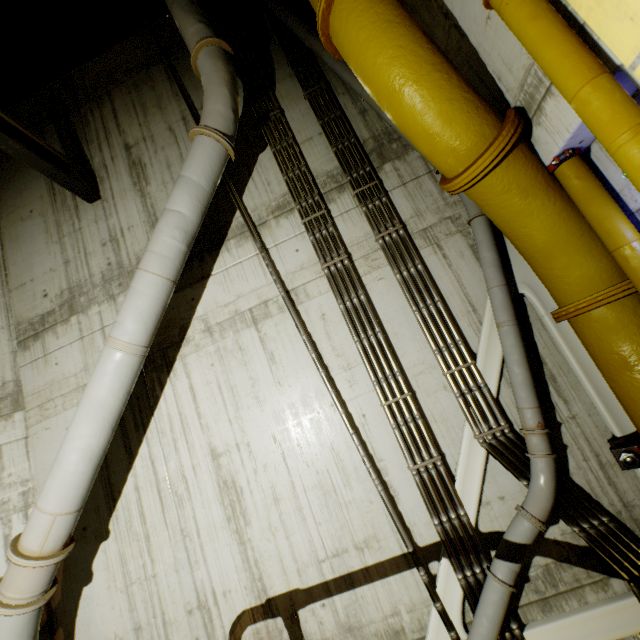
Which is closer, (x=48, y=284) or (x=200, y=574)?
(x=200, y=574)

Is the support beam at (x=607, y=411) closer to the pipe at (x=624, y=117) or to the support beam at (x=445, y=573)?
the pipe at (x=624, y=117)

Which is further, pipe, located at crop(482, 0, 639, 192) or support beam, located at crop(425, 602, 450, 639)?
support beam, located at crop(425, 602, 450, 639)

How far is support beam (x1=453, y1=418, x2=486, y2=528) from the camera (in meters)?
3.88

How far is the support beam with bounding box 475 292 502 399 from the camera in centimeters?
411cm

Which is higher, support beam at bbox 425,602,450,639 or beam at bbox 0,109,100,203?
beam at bbox 0,109,100,203

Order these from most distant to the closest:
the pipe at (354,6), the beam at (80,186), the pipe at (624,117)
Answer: the beam at (80,186)
the pipe at (354,6)
the pipe at (624,117)

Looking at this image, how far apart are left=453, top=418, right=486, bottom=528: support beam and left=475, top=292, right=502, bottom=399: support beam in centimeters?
33cm
